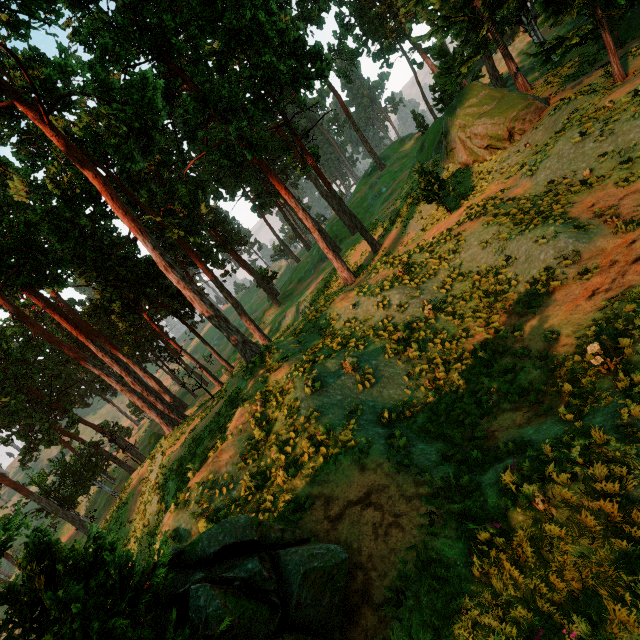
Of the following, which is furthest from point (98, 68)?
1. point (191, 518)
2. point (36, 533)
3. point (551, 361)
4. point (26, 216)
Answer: point (551, 361)
